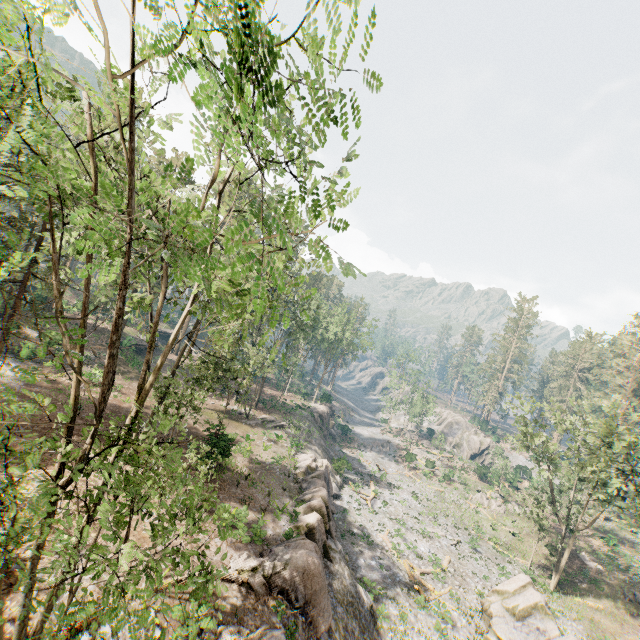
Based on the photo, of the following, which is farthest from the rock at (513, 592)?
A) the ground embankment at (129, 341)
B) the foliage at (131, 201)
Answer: the ground embankment at (129, 341)

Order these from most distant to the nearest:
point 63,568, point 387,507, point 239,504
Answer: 1. point 387,507
2. point 239,504
3. point 63,568

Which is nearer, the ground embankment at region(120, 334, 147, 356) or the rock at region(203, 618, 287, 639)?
the rock at region(203, 618, 287, 639)

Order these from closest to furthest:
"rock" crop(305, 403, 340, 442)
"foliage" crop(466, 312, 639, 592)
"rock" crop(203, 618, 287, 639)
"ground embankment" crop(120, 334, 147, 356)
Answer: "rock" crop(203, 618, 287, 639), "foliage" crop(466, 312, 639, 592), "ground embankment" crop(120, 334, 147, 356), "rock" crop(305, 403, 340, 442)

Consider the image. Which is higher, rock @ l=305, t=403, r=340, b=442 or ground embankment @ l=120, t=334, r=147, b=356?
ground embankment @ l=120, t=334, r=147, b=356

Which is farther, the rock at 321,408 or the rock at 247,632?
the rock at 321,408

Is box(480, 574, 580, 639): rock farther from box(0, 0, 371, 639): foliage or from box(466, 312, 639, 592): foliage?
box(466, 312, 639, 592): foliage
